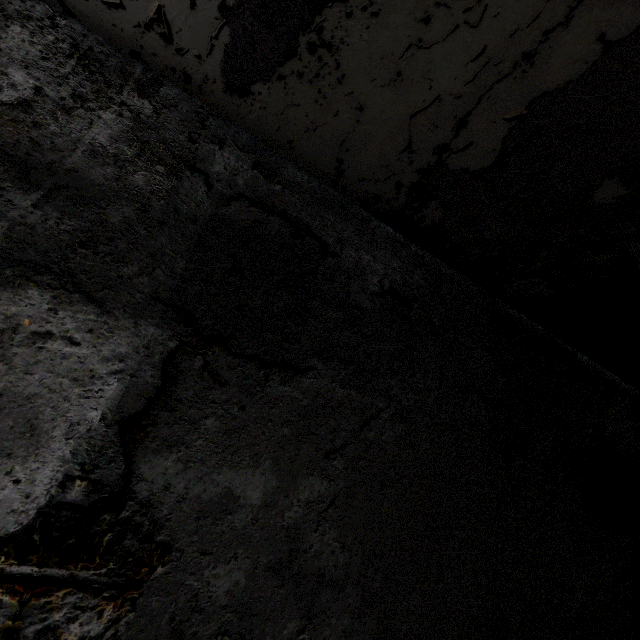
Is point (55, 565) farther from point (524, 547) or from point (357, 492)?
point (524, 547)
